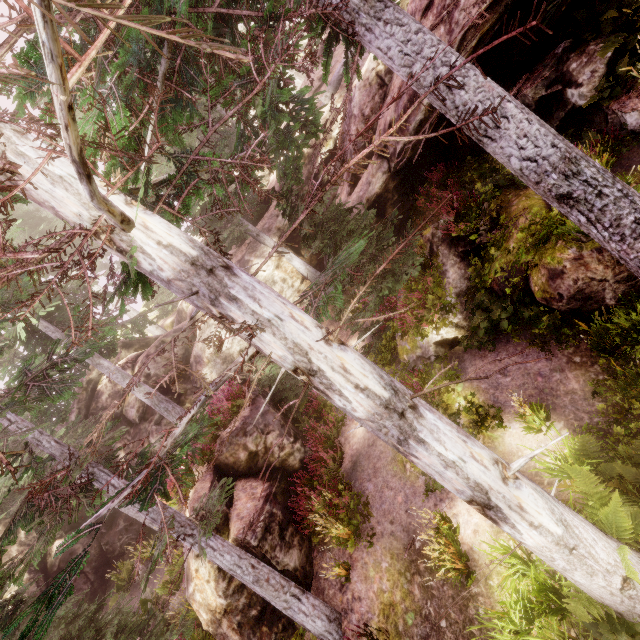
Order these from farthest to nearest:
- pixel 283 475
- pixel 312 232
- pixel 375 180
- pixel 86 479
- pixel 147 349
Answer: pixel 147 349, pixel 86 479, pixel 375 180, pixel 283 475, pixel 312 232

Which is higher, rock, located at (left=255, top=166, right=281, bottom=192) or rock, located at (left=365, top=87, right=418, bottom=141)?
rock, located at (left=255, top=166, right=281, bottom=192)

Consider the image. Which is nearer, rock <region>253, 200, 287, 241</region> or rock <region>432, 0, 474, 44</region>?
rock <region>432, 0, 474, 44</region>

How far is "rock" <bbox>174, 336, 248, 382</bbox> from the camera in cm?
1747

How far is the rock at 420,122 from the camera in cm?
820

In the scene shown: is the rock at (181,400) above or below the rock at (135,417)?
below

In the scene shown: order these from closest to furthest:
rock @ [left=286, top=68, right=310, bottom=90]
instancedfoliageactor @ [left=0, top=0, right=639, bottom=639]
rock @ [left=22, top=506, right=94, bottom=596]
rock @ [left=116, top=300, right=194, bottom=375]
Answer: instancedfoliageactor @ [left=0, top=0, right=639, bottom=639]
rock @ [left=22, top=506, right=94, bottom=596]
rock @ [left=116, top=300, right=194, bottom=375]
rock @ [left=286, top=68, right=310, bottom=90]

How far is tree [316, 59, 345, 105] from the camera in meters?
16.1
